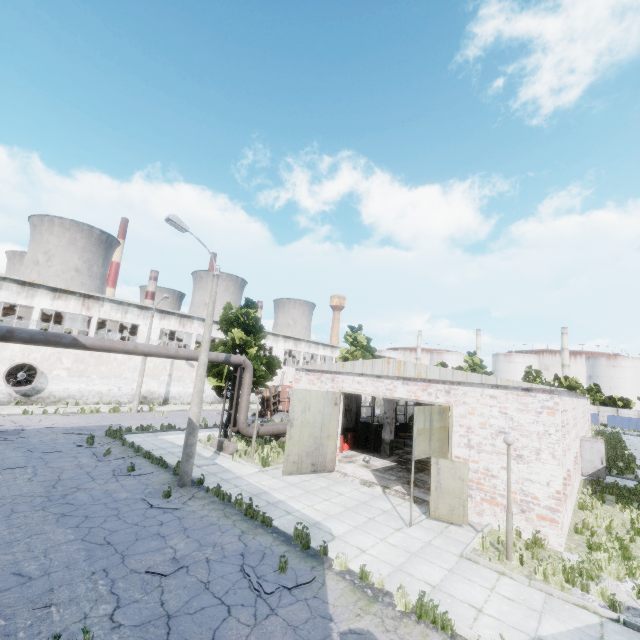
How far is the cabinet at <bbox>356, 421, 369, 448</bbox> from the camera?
21.69m

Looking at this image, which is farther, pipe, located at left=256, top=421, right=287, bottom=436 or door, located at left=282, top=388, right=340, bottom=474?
pipe, located at left=256, top=421, right=287, bottom=436

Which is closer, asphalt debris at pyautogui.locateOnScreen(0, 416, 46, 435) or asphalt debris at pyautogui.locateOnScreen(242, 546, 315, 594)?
asphalt debris at pyautogui.locateOnScreen(242, 546, 315, 594)

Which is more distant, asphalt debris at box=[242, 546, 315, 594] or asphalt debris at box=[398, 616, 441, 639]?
asphalt debris at box=[242, 546, 315, 594]

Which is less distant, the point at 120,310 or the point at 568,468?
the point at 568,468

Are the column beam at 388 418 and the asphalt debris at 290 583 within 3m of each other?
no

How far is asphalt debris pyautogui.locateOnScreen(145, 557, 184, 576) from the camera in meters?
7.2 m

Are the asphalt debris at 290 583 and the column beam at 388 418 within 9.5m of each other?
no
